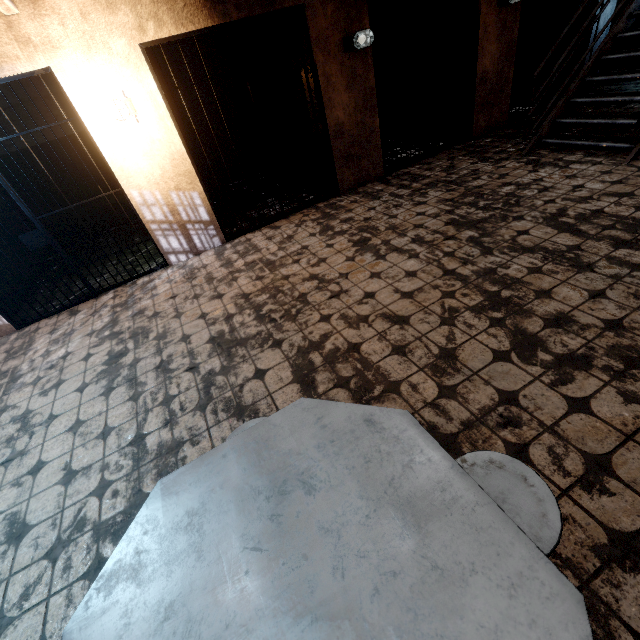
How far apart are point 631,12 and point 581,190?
3.28m

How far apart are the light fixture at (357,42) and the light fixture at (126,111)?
2.9 meters

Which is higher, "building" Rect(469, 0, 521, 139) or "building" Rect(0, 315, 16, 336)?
"building" Rect(469, 0, 521, 139)

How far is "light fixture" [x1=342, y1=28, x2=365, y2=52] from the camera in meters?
4.3 m

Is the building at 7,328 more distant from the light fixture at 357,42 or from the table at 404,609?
the table at 404,609

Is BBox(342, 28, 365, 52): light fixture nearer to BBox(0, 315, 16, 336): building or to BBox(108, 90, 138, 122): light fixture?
BBox(0, 315, 16, 336): building

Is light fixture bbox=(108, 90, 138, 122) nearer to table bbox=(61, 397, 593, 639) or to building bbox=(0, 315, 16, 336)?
building bbox=(0, 315, 16, 336)

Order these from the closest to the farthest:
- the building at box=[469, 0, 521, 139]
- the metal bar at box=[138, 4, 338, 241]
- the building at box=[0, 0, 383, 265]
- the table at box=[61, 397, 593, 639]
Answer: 1. the table at box=[61, 397, 593, 639]
2. the building at box=[0, 0, 383, 265]
3. the metal bar at box=[138, 4, 338, 241]
4. the building at box=[469, 0, 521, 139]
